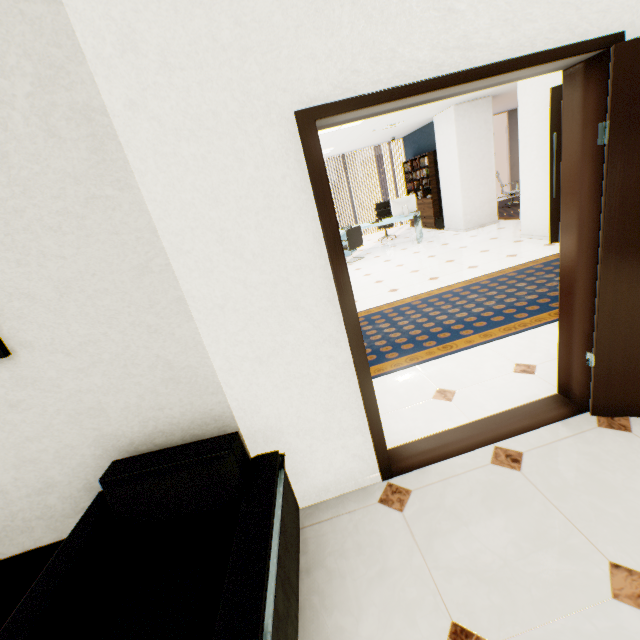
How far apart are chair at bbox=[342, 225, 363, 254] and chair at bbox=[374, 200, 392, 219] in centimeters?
167cm

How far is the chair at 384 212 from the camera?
10.3m

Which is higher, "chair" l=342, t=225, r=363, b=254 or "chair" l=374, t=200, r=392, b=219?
"chair" l=374, t=200, r=392, b=219

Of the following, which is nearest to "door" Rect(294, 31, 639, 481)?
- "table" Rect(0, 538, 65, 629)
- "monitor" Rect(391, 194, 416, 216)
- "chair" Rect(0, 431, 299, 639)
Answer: "chair" Rect(0, 431, 299, 639)

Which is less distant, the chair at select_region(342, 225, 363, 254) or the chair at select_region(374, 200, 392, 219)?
the chair at select_region(342, 225, 363, 254)

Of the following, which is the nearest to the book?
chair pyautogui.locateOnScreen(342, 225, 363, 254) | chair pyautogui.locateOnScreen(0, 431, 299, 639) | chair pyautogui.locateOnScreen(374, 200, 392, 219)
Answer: chair pyautogui.locateOnScreen(374, 200, 392, 219)

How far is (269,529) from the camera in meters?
1.3

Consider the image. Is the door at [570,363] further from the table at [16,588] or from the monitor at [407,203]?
the monitor at [407,203]
